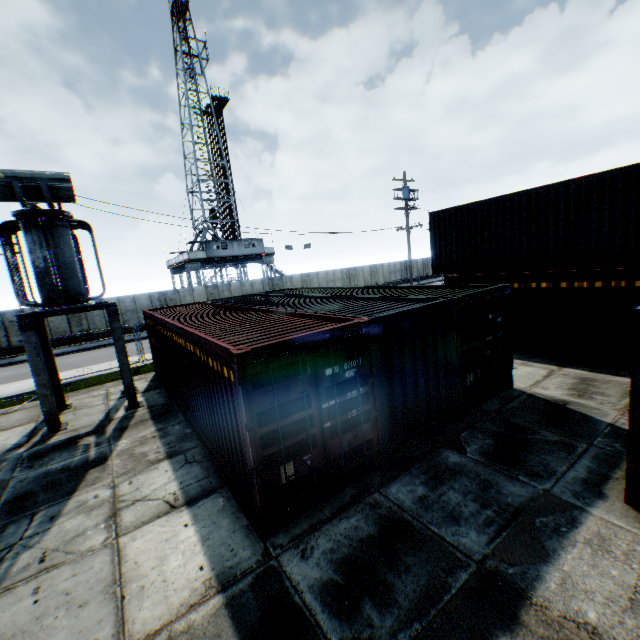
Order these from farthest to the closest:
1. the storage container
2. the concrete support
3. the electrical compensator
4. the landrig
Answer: the landrig
the concrete support
the electrical compensator
the storage container

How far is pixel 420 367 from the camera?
6.9 meters

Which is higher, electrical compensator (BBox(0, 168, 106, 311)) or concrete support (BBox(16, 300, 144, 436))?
electrical compensator (BBox(0, 168, 106, 311))

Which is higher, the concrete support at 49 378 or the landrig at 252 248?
the landrig at 252 248

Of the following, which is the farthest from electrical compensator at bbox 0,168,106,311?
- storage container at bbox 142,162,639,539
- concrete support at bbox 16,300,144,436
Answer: storage container at bbox 142,162,639,539

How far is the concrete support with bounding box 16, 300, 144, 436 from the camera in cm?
939

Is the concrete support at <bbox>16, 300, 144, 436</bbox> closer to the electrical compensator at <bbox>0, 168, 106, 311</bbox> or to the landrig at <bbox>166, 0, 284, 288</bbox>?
the electrical compensator at <bbox>0, 168, 106, 311</bbox>

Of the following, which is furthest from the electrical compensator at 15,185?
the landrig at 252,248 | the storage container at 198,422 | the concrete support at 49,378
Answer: the landrig at 252,248
